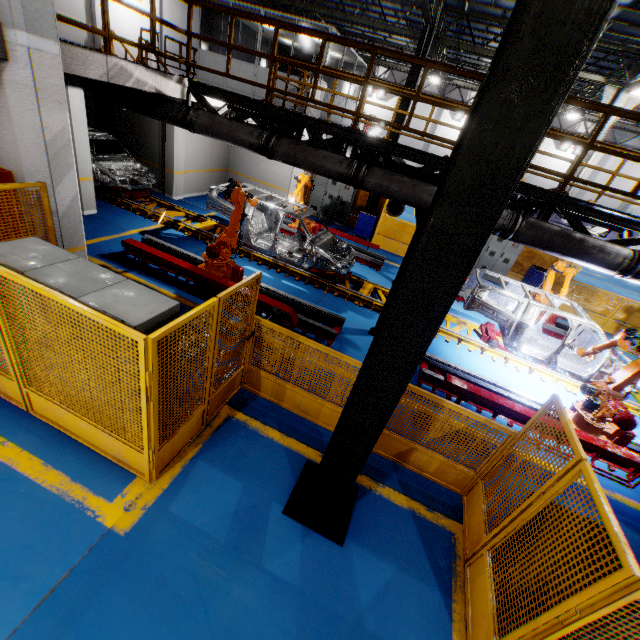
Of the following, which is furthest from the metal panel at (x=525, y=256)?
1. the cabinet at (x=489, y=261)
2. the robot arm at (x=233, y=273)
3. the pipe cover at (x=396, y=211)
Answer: the pipe cover at (x=396, y=211)

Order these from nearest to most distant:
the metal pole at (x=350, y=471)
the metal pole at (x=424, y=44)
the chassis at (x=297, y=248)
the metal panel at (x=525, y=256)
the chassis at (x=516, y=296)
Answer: the metal pole at (x=350, y=471) < the chassis at (x=516, y=296) < the chassis at (x=297, y=248) < the metal pole at (x=424, y=44) < the metal panel at (x=525, y=256)

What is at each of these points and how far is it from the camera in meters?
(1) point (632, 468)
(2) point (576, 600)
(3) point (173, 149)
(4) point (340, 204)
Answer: (1) metal platform, 6.1 m
(2) metal panel, 2.4 m
(3) cement column, 12.1 m
(4) cabinet, 15.8 m

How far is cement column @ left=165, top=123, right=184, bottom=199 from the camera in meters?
11.9 m

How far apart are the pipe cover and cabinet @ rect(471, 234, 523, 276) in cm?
575

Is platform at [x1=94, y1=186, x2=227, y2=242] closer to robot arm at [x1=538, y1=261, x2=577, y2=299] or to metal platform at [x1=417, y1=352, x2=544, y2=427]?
robot arm at [x1=538, y1=261, x2=577, y2=299]

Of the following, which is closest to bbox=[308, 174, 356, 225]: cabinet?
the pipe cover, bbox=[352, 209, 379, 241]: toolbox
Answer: bbox=[352, 209, 379, 241]: toolbox

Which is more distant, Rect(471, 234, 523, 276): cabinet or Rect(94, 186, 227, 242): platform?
Rect(471, 234, 523, 276): cabinet
